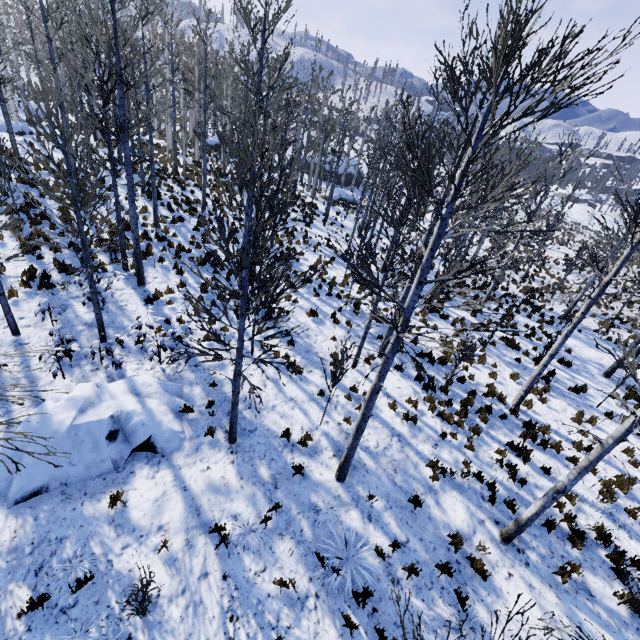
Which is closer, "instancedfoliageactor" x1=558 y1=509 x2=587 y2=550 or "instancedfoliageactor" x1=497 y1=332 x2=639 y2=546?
"instancedfoliageactor" x1=497 y1=332 x2=639 y2=546

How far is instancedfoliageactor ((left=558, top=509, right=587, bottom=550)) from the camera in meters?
7.1

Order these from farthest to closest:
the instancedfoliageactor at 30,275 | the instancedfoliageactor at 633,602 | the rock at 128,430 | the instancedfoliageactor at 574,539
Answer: the instancedfoliageactor at 30,275 < the instancedfoliageactor at 574,539 < the rock at 128,430 < the instancedfoliageactor at 633,602

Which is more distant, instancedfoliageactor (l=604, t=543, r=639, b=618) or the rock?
the rock

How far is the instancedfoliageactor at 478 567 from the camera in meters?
6.3 m

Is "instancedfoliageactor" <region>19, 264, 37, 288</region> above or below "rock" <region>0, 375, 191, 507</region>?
above

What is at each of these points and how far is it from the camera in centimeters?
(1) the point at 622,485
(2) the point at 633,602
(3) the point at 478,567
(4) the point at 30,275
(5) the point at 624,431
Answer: (1) instancedfoliageactor, 845cm
(2) instancedfoliageactor, 618cm
(3) instancedfoliageactor, 644cm
(4) instancedfoliageactor, 1048cm
(5) instancedfoliageactor, 502cm
